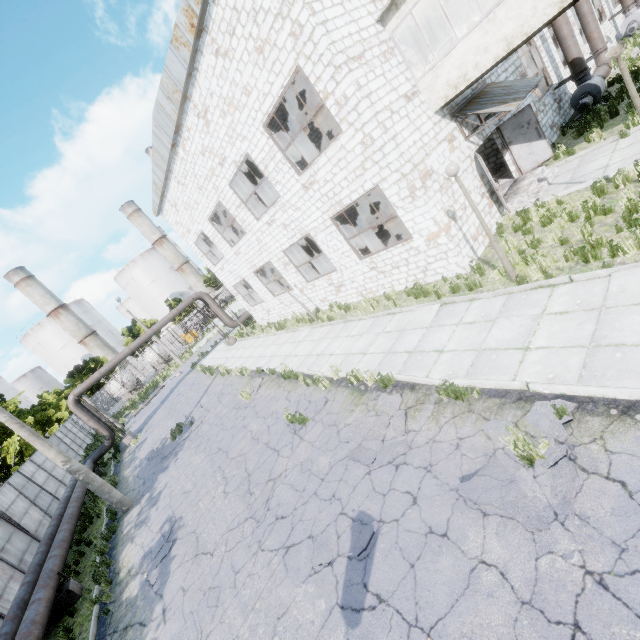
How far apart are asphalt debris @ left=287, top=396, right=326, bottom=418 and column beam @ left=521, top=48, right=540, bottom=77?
19.5m

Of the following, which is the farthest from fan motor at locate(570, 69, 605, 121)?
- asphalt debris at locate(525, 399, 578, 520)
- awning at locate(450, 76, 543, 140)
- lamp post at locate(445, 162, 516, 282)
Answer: asphalt debris at locate(525, 399, 578, 520)

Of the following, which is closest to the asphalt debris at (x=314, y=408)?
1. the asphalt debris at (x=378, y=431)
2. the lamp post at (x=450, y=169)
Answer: the asphalt debris at (x=378, y=431)

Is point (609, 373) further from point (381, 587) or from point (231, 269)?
point (231, 269)

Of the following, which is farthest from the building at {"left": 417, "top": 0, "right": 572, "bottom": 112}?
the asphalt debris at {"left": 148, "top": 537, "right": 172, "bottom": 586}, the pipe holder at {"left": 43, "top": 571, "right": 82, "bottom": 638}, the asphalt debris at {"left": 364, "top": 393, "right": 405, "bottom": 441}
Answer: the pipe holder at {"left": 43, "top": 571, "right": 82, "bottom": 638}

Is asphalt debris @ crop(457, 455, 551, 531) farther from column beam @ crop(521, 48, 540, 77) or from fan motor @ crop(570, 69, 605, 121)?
column beam @ crop(521, 48, 540, 77)

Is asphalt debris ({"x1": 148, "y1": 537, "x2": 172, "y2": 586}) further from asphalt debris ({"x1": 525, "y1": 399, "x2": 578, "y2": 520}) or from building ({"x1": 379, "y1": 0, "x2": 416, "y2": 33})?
building ({"x1": 379, "y1": 0, "x2": 416, "y2": 33})

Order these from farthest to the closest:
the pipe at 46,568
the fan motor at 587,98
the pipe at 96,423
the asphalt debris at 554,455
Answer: the pipe at 96,423 < the fan motor at 587,98 < the pipe at 46,568 < the asphalt debris at 554,455
